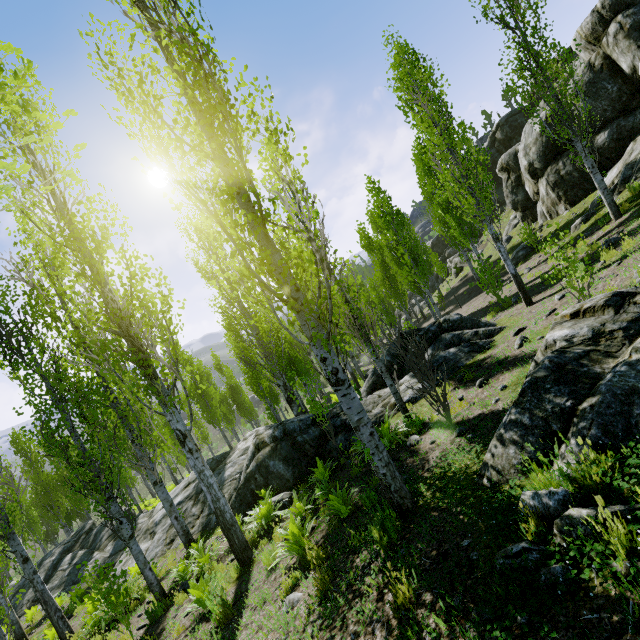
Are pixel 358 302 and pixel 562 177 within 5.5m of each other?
no

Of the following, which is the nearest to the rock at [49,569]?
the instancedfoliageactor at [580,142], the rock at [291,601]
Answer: the rock at [291,601]

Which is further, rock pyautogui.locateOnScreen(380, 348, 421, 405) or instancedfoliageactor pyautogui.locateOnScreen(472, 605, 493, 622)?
rock pyautogui.locateOnScreen(380, 348, 421, 405)

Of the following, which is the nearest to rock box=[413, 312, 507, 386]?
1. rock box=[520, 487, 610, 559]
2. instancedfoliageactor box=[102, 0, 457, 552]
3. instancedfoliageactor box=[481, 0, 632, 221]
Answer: instancedfoliageactor box=[102, 0, 457, 552]

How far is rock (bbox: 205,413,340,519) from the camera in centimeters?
1034cm

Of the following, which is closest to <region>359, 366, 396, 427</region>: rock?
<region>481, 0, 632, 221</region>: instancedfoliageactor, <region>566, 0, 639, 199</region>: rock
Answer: <region>481, 0, 632, 221</region>: instancedfoliageactor

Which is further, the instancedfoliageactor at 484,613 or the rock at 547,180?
the rock at 547,180

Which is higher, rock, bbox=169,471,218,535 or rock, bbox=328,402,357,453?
rock, bbox=328,402,357,453
